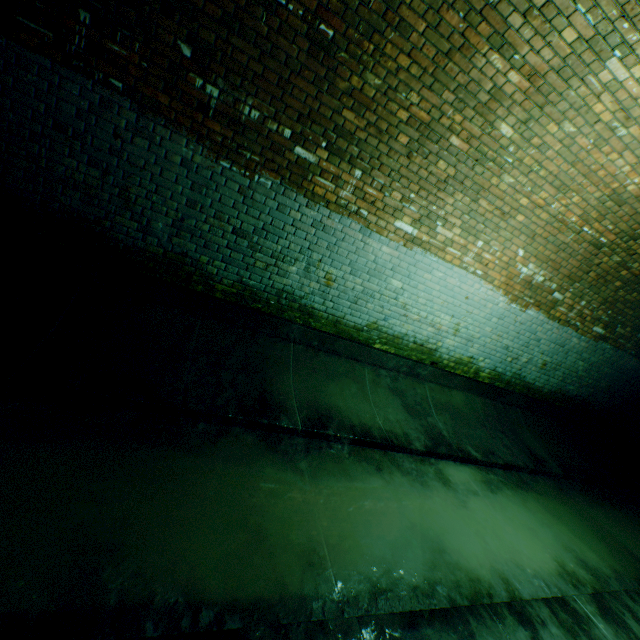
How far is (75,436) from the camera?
2.4 meters
